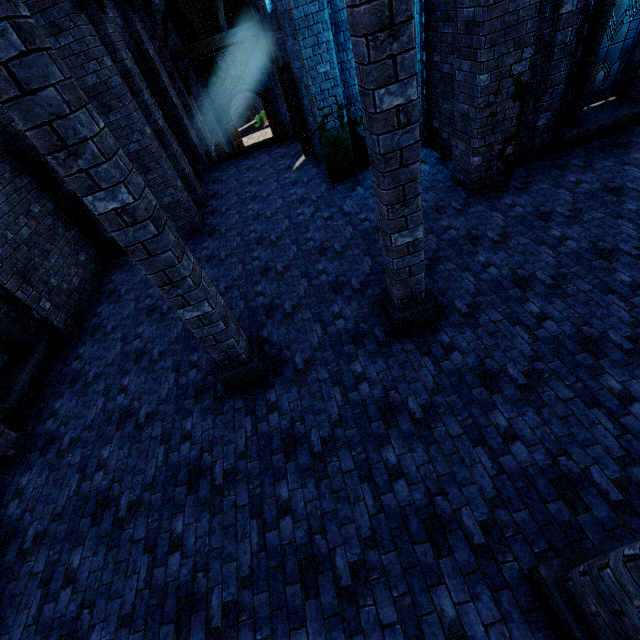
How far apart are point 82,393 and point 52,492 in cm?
199

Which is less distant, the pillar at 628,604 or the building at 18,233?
the pillar at 628,604

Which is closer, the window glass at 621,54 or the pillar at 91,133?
the pillar at 91,133

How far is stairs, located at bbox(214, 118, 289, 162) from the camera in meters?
14.1 m

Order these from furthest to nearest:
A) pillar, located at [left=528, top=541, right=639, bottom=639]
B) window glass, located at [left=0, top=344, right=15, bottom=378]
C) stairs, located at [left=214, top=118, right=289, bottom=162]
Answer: stairs, located at [left=214, top=118, right=289, bottom=162] < window glass, located at [left=0, top=344, right=15, bottom=378] < pillar, located at [left=528, top=541, right=639, bottom=639]

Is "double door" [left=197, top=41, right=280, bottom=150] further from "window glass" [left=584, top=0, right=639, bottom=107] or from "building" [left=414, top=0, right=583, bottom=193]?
"window glass" [left=584, top=0, right=639, bottom=107]

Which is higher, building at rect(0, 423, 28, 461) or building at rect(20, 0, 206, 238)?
building at rect(20, 0, 206, 238)

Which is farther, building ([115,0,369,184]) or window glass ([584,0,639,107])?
building ([115,0,369,184])
